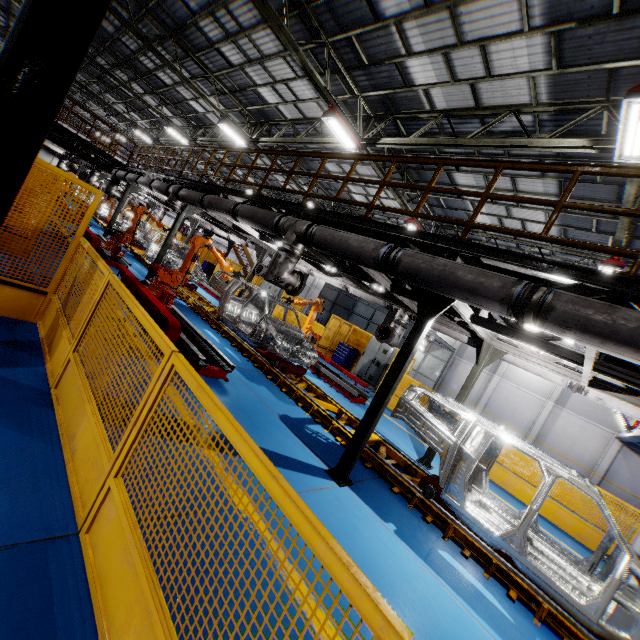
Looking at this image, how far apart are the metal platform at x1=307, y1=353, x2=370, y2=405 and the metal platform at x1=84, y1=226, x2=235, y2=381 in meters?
4.9 m

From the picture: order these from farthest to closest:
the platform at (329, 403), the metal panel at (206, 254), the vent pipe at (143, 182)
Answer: the metal panel at (206, 254) → the vent pipe at (143, 182) → the platform at (329, 403)

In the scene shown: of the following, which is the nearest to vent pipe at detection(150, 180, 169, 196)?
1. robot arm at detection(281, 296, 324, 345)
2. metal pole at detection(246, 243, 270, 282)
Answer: robot arm at detection(281, 296, 324, 345)

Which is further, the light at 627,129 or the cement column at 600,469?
the cement column at 600,469

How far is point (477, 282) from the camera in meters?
4.0

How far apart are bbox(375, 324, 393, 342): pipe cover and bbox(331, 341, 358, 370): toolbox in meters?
6.1 m

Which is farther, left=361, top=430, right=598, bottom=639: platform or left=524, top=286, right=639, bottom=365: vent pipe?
left=361, top=430, right=598, bottom=639: platform

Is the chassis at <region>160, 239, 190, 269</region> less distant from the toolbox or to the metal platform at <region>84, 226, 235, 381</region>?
the metal platform at <region>84, 226, 235, 381</region>
